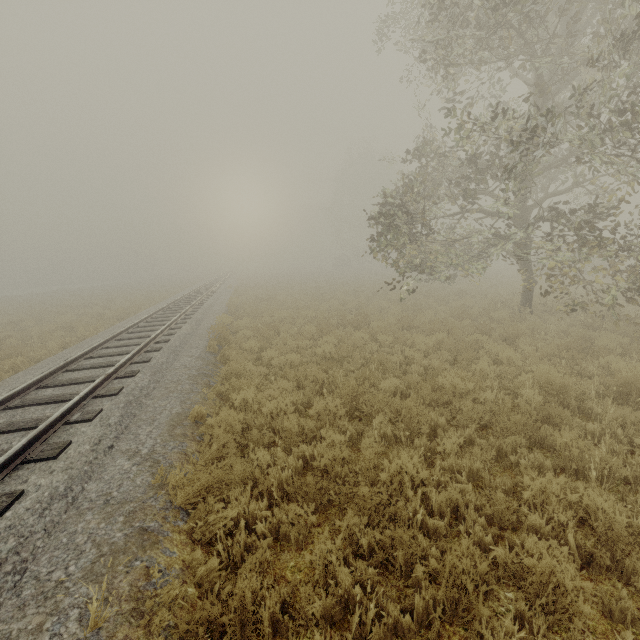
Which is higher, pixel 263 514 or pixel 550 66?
pixel 550 66
